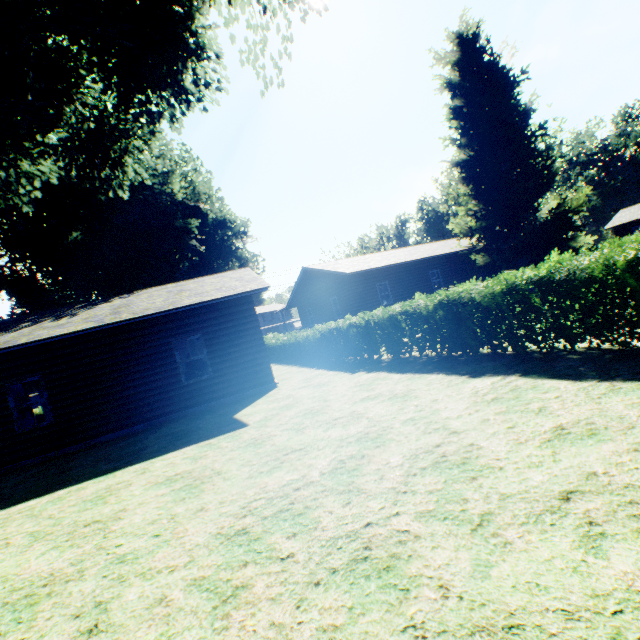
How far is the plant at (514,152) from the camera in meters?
21.2

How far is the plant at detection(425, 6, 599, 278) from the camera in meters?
21.2

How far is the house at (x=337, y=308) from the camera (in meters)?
21.66

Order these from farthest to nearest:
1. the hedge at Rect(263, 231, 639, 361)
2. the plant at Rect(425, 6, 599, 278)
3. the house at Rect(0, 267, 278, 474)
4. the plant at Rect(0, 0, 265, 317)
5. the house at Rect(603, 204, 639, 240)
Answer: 1. the house at Rect(603, 204, 639, 240)
2. the plant at Rect(425, 6, 599, 278)
3. the house at Rect(0, 267, 278, 474)
4. the plant at Rect(0, 0, 265, 317)
5. the hedge at Rect(263, 231, 639, 361)

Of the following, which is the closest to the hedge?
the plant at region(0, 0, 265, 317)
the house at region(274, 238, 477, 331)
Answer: the plant at region(0, 0, 265, 317)

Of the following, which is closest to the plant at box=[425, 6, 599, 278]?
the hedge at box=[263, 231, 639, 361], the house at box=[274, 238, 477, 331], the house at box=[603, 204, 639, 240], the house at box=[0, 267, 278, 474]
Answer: the house at box=[274, 238, 477, 331]

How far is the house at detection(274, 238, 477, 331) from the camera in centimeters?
2166cm

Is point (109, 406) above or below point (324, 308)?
below
